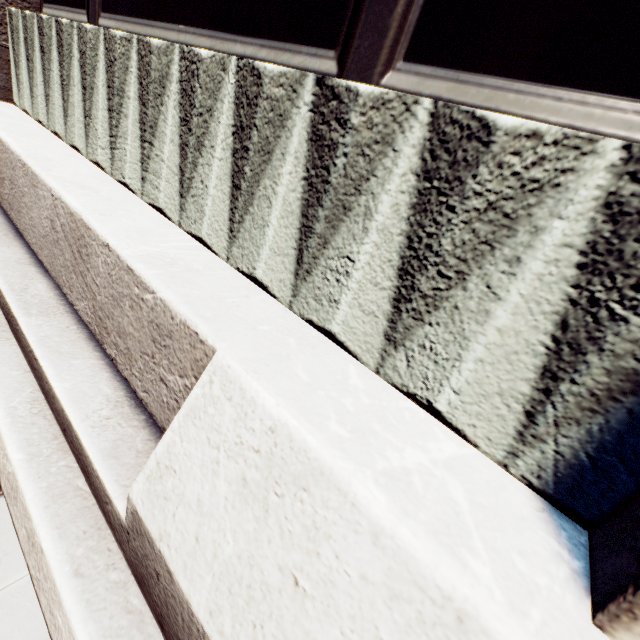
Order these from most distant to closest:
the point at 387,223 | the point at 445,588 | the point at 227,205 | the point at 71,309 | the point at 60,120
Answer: the point at 60,120 → the point at 71,309 → the point at 227,205 → the point at 387,223 → the point at 445,588
